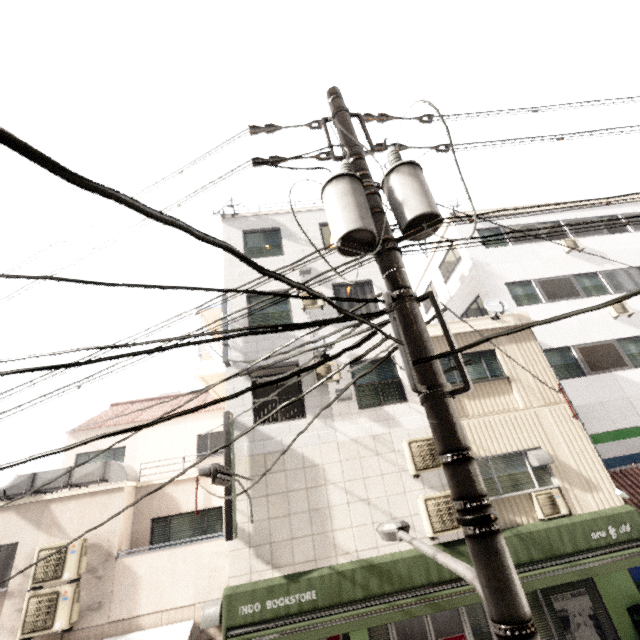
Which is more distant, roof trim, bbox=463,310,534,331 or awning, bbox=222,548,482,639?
roof trim, bbox=463,310,534,331

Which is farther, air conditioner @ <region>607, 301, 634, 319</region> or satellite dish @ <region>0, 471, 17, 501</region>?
air conditioner @ <region>607, 301, 634, 319</region>

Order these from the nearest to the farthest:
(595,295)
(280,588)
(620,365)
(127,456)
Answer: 1. (280,588)
2. (620,365)
3. (595,295)
4. (127,456)

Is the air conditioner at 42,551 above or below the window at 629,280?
below

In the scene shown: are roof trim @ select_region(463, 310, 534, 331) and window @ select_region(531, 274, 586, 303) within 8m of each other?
yes

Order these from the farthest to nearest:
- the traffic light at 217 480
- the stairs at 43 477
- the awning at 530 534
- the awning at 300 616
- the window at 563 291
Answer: the window at 563 291 → the stairs at 43 477 → the awning at 530 534 → the awning at 300 616 → the traffic light at 217 480

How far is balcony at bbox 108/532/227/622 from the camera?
7.7 meters

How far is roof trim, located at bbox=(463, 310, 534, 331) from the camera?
10.49m
